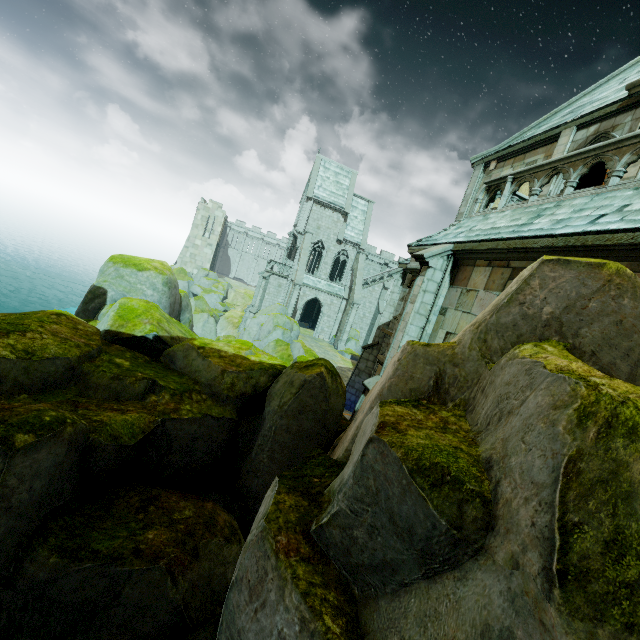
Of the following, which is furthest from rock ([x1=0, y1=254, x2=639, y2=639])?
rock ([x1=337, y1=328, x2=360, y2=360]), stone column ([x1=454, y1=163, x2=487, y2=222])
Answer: rock ([x1=337, y1=328, x2=360, y2=360])

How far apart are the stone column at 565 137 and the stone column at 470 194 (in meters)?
3.47

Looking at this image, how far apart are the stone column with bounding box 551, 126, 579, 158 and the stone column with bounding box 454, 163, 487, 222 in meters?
3.5 m

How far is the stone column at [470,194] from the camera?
14.79m

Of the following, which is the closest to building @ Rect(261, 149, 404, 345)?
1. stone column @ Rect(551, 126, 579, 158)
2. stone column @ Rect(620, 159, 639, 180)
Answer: stone column @ Rect(551, 126, 579, 158)

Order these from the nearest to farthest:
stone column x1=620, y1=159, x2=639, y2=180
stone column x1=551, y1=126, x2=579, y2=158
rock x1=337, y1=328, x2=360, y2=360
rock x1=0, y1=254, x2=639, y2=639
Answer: rock x1=0, y1=254, x2=639, y2=639 < stone column x1=620, y1=159, x2=639, y2=180 < stone column x1=551, y1=126, x2=579, y2=158 < rock x1=337, y1=328, x2=360, y2=360

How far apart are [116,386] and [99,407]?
0.63m

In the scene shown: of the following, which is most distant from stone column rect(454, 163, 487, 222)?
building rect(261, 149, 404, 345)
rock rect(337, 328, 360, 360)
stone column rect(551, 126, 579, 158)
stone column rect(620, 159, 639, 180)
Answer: rock rect(337, 328, 360, 360)
